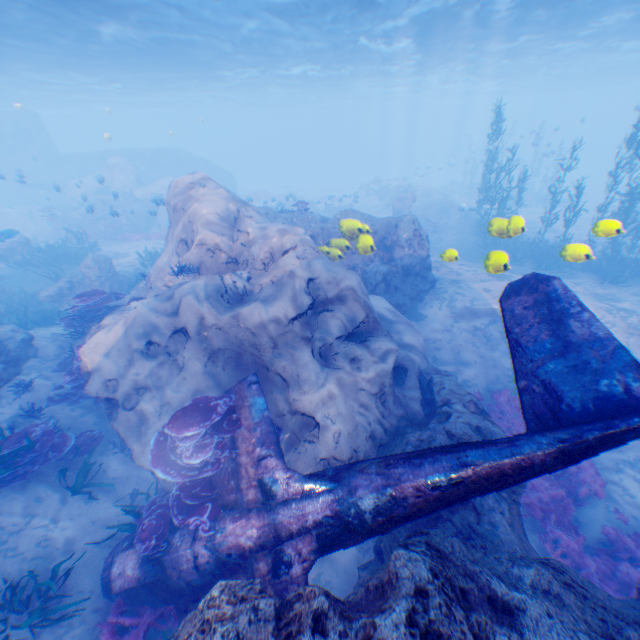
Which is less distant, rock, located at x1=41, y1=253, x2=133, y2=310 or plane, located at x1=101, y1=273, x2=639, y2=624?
plane, located at x1=101, y1=273, x2=639, y2=624

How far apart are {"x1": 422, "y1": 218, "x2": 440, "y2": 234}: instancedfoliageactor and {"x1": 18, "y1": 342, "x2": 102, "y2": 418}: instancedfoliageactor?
20.83m

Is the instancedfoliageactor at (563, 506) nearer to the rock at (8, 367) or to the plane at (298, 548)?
the rock at (8, 367)

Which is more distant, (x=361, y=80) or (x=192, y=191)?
(x=361, y=80)

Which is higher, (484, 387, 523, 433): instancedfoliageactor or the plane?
the plane

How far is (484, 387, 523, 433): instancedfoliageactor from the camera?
9.65m

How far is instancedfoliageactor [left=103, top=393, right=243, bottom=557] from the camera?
5.5m

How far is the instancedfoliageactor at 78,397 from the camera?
8.7m
